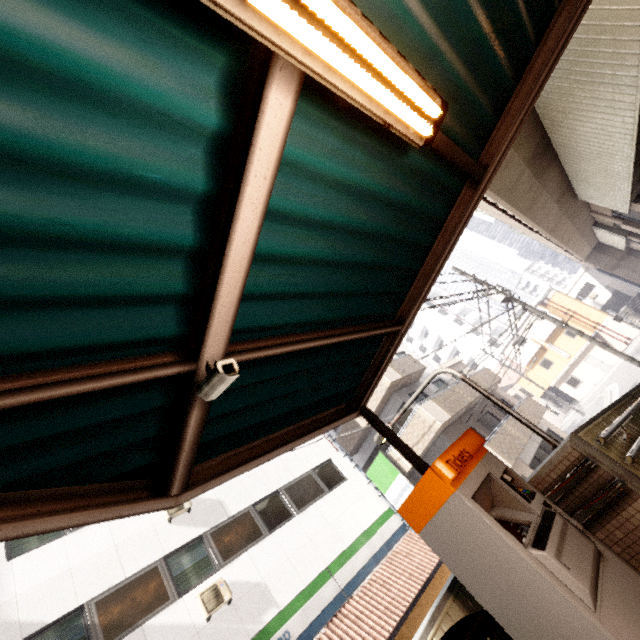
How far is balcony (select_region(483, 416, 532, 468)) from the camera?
14.09m

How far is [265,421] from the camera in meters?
A: 3.2 m

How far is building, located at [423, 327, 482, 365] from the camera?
49.8 meters

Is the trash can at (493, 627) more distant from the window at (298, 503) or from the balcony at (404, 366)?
the balcony at (404, 366)

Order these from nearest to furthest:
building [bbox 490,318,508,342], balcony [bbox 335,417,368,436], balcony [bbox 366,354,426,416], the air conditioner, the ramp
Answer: the ramp < the air conditioner < balcony [bbox 366,354,426,416] < balcony [bbox 335,417,368,436] < building [bbox 490,318,508,342]

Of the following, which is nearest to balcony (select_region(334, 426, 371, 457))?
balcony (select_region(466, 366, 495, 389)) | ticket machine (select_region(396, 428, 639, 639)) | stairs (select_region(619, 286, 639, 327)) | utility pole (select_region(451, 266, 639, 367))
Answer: balcony (select_region(466, 366, 495, 389))

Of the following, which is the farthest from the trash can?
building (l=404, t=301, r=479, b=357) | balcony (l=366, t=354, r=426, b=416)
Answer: building (l=404, t=301, r=479, b=357)

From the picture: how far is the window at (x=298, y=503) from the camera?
11.8m
